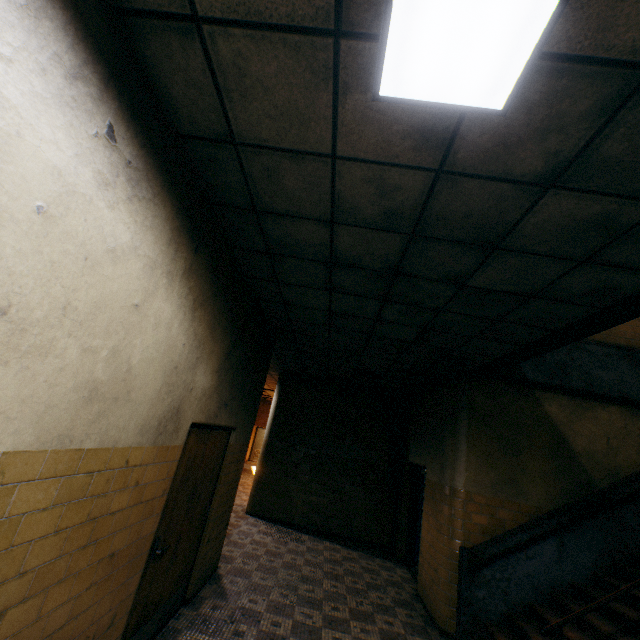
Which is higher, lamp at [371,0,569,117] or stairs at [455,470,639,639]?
lamp at [371,0,569,117]

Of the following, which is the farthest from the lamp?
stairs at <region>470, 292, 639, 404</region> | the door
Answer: the door

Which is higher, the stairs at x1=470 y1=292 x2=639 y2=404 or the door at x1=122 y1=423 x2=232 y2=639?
the stairs at x1=470 y1=292 x2=639 y2=404

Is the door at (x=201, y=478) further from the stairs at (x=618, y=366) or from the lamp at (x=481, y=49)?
the stairs at (x=618, y=366)

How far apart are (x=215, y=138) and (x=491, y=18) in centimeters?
161cm

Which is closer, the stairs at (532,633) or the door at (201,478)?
the door at (201,478)

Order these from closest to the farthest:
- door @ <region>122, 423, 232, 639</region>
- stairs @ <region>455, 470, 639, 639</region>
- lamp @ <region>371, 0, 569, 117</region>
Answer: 1. lamp @ <region>371, 0, 569, 117</region>
2. door @ <region>122, 423, 232, 639</region>
3. stairs @ <region>455, 470, 639, 639</region>

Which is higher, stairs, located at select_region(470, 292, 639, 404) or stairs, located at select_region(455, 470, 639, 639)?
stairs, located at select_region(470, 292, 639, 404)
